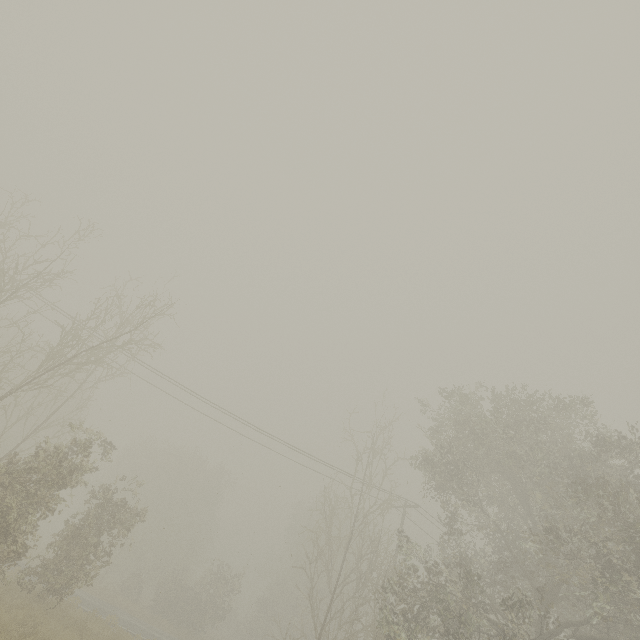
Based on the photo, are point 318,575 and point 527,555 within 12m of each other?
yes
